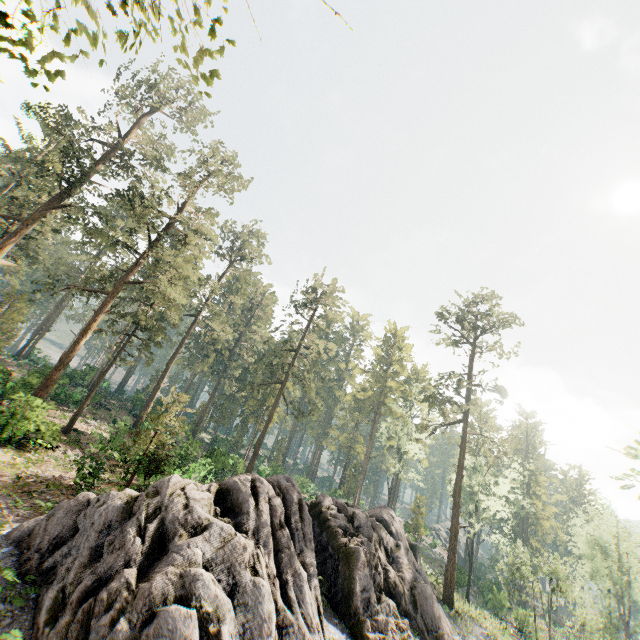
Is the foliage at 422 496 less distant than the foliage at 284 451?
Yes

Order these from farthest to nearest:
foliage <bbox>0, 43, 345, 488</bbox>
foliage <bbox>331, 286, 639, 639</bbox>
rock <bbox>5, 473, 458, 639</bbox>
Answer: foliage <bbox>331, 286, 639, 639</bbox> → foliage <bbox>0, 43, 345, 488</bbox> → rock <bbox>5, 473, 458, 639</bbox>

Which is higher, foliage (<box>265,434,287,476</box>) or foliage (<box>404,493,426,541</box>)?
foliage (<box>404,493,426,541</box>)

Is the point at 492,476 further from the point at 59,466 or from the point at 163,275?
the point at 163,275

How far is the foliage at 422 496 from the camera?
42.81m

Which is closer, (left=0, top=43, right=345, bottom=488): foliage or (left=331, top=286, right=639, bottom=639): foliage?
(left=0, top=43, right=345, bottom=488): foliage

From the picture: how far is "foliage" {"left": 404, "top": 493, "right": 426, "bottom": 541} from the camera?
42.81m
